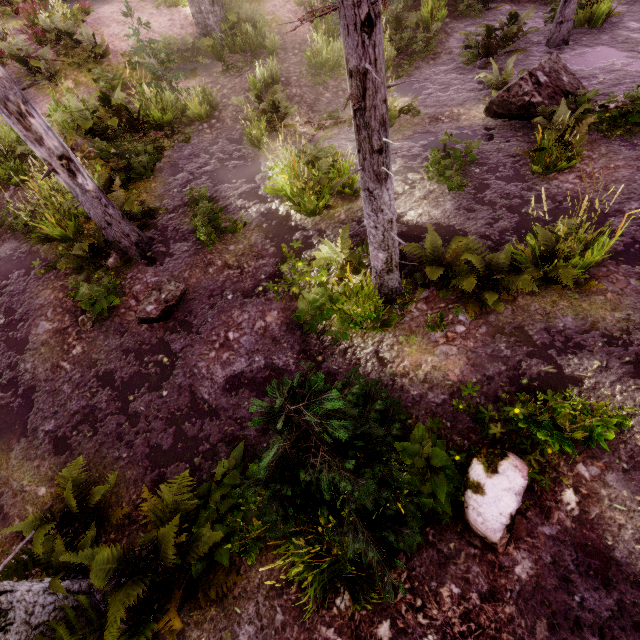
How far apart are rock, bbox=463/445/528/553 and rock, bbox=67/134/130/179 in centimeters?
938cm

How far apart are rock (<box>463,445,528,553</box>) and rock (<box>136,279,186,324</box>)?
5.22m

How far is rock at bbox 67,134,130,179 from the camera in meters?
7.9

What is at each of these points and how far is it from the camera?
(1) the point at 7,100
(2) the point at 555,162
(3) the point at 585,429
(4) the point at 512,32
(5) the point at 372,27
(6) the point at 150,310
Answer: (1) instancedfoliageactor, 4.6 meters
(2) instancedfoliageactor, 6.1 meters
(3) instancedfoliageactor, 3.2 meters
(4) instancedfoliageactor, 9.0 meters
(5) instancedfoliageactor, 2.7 meters
(6) rock, 5.8 meters

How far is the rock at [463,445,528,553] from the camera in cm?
296

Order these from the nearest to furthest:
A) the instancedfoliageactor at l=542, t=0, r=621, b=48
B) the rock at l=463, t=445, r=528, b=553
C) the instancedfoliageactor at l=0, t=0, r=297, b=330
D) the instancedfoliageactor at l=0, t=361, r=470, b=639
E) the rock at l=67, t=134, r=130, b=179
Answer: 1. the instancedfoliageactor at l=0, t=361, r=470, b=639
2. the rock at l=463, t=445, r=528, b=553
3. the instancedfoliageactor at l=0, t=0, r=297, b=330
4. the rock at l=67, t=134, r=130, b=179
5. the instancedfoliageactor at l=542, t=0, r=621, b=48

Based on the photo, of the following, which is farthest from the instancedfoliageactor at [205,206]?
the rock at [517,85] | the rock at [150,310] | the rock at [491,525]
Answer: the rock at [150,310]

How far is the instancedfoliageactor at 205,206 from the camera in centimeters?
647cm
